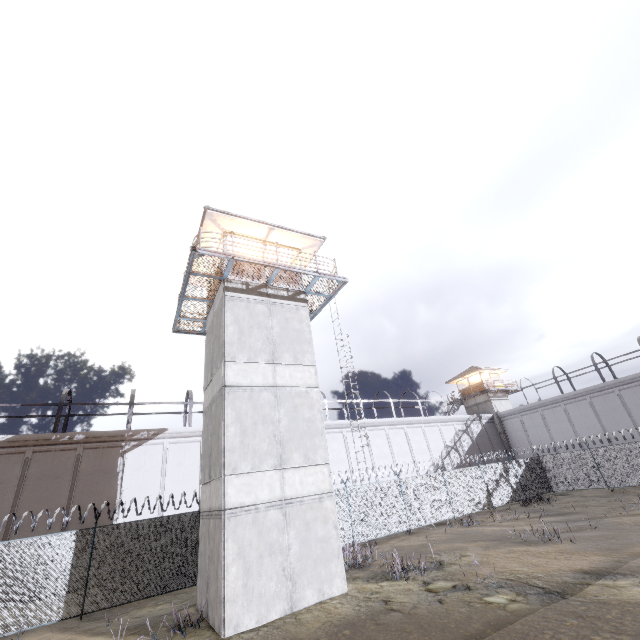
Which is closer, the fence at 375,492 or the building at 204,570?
the building at 204,570

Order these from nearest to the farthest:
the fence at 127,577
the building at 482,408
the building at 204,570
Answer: the building at 204,570, the fence at 127,577, the building at 482,408

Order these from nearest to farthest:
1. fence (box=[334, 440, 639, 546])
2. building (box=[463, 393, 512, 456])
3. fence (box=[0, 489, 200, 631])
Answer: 1. fence (box=[0, 489, 200, 631])
2. fence (box=[334, 440, 639, 546])
3. building (box=[463, 393, 512, 456])

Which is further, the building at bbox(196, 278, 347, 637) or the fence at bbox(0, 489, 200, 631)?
the fence at bbox(0, 489, 200, 631)

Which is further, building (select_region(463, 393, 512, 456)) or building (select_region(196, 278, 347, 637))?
building (select_region(463, 393, 512, 456))

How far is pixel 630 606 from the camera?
6.9 meters

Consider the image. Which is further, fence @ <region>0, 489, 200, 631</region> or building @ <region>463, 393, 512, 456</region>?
building @ <region>463, 393, 512, 456</region>
